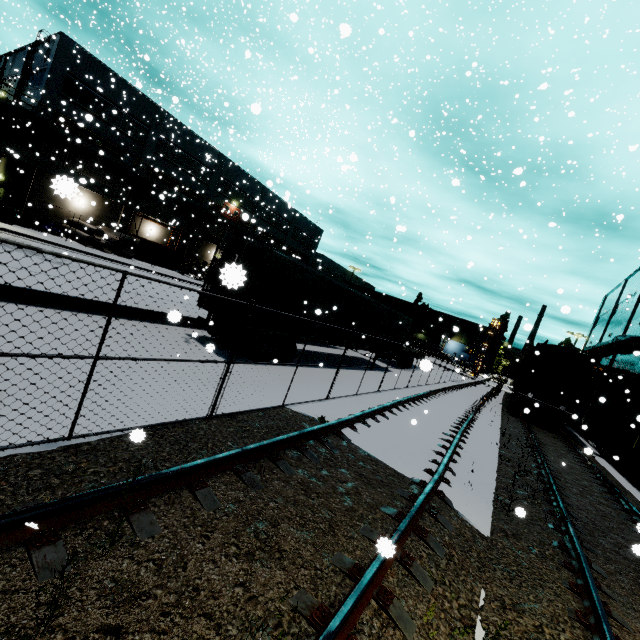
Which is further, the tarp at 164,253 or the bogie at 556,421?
the tarp at 164,253

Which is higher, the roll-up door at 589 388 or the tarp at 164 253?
the roll-up door at 589 388

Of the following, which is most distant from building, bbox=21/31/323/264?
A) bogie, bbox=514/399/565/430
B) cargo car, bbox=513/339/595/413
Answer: bogie, bbox=514/399/565/430

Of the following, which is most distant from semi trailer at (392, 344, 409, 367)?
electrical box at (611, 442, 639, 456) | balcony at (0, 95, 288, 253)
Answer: electrical box at (611, 442, 639, 456)

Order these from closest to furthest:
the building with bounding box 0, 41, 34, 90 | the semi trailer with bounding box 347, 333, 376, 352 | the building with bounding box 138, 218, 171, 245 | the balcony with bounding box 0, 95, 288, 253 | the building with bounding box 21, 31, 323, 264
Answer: the semi trailer with bounding box 347, 333, 376, 352
the balcony with bounding box 0, 95, 288, 253
the building with bounding box 21, 31, 323, 264
the building with bounding box 0, 41, 34, 90
the building with bounding box 138, 218, 171, 245

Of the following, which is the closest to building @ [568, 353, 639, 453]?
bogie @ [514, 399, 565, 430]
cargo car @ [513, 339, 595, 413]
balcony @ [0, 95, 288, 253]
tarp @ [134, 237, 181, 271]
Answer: balcony @ [0, 95, 288, 253]

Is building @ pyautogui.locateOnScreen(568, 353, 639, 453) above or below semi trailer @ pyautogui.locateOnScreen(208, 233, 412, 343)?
above

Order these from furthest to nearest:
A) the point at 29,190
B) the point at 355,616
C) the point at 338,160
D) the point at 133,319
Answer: the point at 29,190
the point at 133,319
the point at 338,160
the point at 355,616
